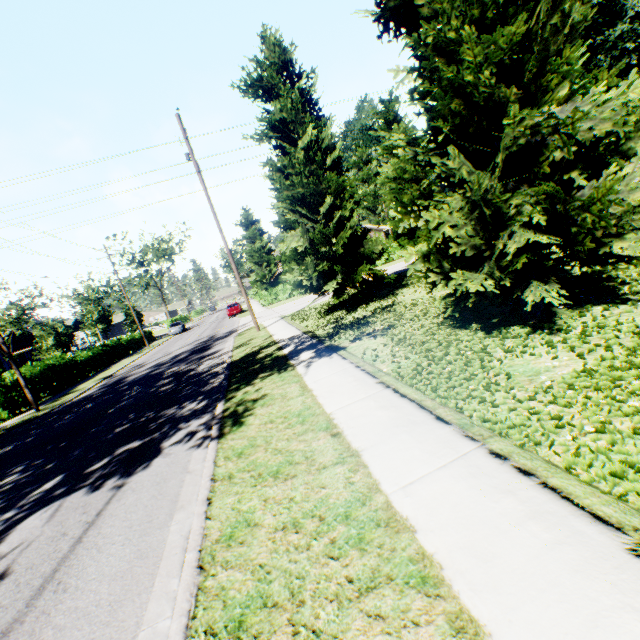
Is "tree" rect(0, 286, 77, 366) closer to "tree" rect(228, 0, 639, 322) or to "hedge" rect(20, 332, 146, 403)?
"hedge" rect(20, 332, 146, 403)

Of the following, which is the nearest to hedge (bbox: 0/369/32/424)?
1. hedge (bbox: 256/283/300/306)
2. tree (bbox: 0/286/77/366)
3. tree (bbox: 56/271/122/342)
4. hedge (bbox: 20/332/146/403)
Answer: hedge (bbox: 20/332/146/403)

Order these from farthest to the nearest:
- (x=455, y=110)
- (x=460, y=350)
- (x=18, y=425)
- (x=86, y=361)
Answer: (x=86, y=361) < (x=18, y=425) < (x=460, y=350) < (x=455, y=110)

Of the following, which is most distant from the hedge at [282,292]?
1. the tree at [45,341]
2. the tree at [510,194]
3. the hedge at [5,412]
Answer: the hedge at [5,412]

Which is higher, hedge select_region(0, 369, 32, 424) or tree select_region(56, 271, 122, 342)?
tree select_region(56, 271, 122, 342)

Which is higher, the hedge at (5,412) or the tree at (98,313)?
the tree at (98,313)

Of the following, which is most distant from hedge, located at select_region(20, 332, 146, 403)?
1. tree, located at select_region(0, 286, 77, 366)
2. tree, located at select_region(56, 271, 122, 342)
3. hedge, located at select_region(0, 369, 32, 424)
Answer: tree, located at select_region(56, 271, 122, 342)

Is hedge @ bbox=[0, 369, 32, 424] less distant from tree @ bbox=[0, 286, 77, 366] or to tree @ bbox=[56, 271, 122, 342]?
tree @ bbox=[0, 286, 77, 366]
